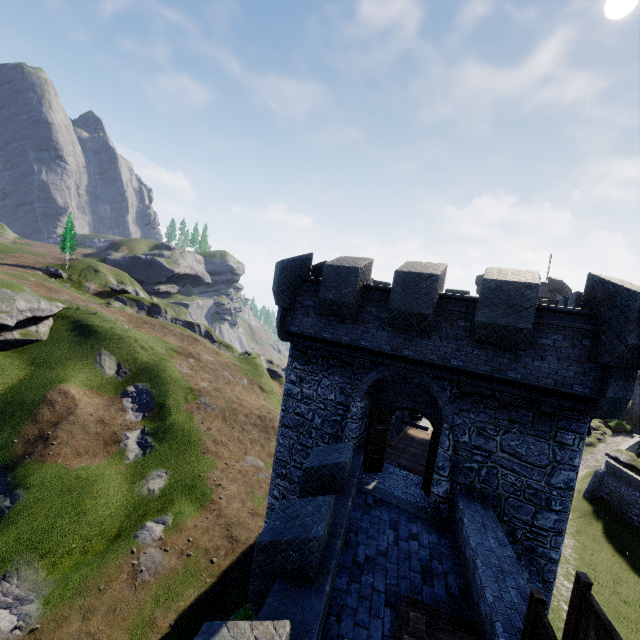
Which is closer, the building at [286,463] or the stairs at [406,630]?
the stairs at [406,630]

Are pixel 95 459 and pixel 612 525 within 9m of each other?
no

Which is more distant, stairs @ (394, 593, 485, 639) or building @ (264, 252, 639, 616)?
building @ (264, 252, 639, 616)
